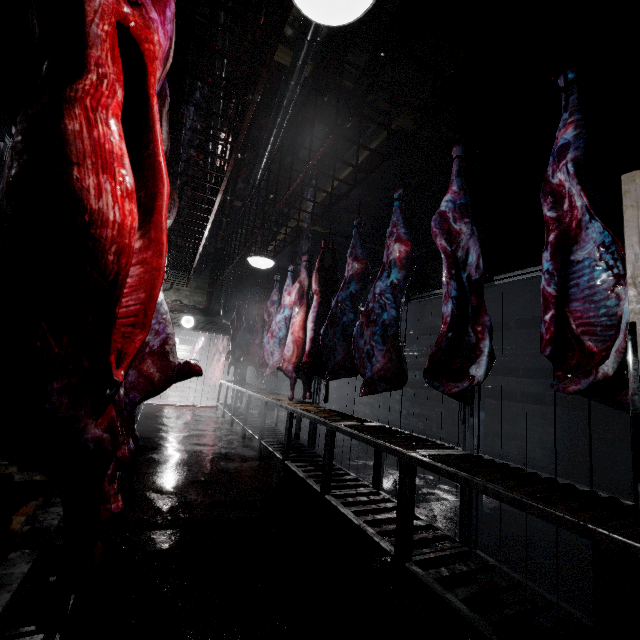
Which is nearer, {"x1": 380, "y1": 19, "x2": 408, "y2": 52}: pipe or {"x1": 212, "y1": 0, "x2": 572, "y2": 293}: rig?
{"x1": 212, "y1": 0, "x2": 572, "y2": 293}: rig

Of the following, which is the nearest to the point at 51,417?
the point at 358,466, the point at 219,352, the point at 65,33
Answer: the point at 65,33

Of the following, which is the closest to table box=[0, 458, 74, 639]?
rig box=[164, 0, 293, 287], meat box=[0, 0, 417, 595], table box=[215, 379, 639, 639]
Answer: meat box=[0, 0, 417, 595]

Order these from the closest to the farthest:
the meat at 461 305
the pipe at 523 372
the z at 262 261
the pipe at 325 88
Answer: the meat at 461 305
the pipe at 325 88
the z at 262 261
the pipe at 523 372

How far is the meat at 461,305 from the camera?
1.96m

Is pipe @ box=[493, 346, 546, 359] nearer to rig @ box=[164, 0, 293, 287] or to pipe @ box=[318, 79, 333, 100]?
pipe @ box=[318, 79, 333, 100]

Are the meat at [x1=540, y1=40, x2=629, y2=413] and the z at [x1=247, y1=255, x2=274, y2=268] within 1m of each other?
no
